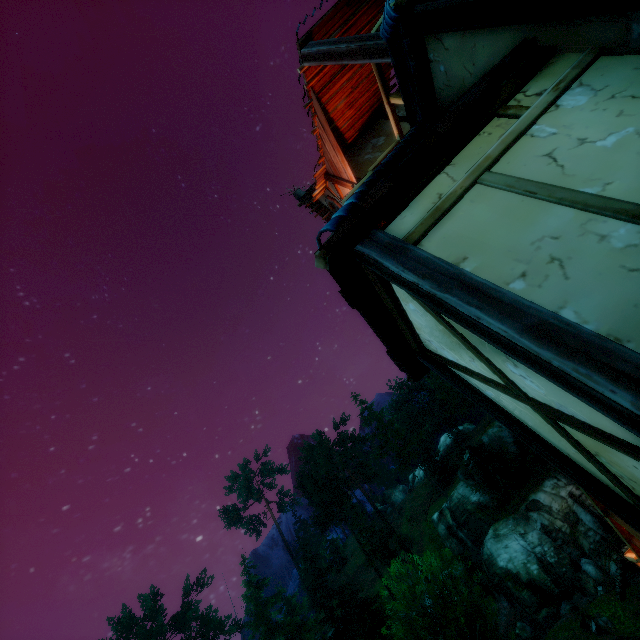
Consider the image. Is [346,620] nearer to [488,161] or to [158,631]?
[158,631]

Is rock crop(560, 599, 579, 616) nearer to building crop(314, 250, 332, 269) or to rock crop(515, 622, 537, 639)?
rock crop(515, 622, 537, 639)

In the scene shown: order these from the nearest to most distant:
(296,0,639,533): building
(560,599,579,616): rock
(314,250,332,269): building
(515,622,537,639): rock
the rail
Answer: (296,0,639,533): building
(314,250,332,269): building
the rail
(560,599,579,616): rock
(515,622,537,639): rock

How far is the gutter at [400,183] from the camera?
2.39m

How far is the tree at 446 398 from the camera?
50.5 meters

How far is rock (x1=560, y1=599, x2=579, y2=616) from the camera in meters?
25.9

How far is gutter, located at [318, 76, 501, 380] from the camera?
2.4 meters

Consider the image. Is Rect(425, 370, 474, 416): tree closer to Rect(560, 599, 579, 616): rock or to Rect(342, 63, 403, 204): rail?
Rect(560, 599, 579, 616): rock
